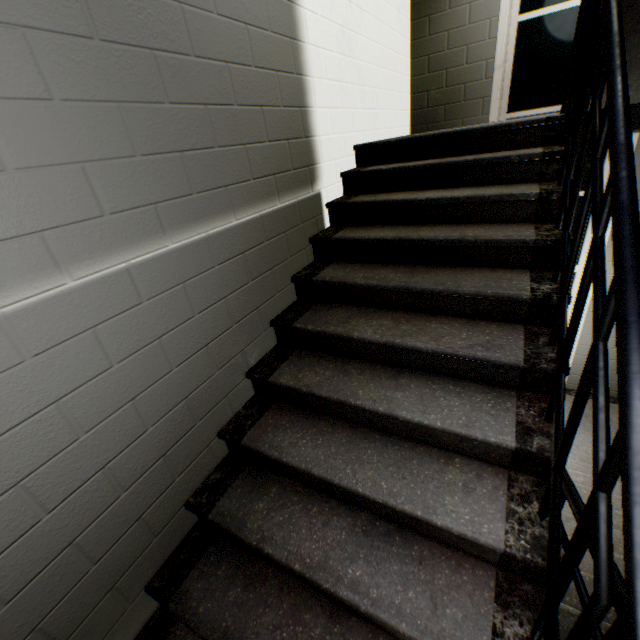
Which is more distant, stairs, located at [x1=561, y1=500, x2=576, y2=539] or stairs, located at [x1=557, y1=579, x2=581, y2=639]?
stairs, located at [x1=561, y1=500, x2=576, y2=539]

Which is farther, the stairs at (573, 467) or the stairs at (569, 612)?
the stairs at (573, 467)

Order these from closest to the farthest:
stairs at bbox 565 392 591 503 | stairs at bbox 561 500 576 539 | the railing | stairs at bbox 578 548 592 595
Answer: the railing, stairs at bbox 578 548 592 595, stairs at bbox 561 500 576 539, stairs at bbox 565 392 591 503

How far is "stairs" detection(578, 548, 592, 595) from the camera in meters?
1.8

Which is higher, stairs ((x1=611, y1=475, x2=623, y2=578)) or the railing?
the railing

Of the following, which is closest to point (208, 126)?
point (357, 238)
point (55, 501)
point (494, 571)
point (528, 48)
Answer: point (357, 238)
